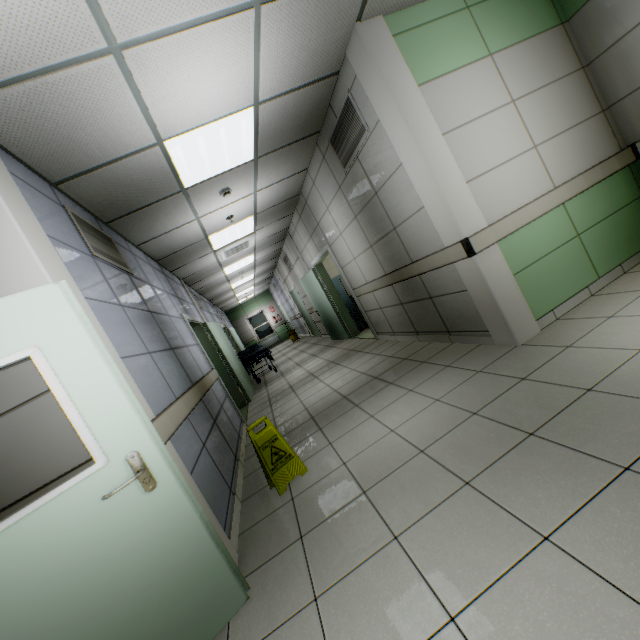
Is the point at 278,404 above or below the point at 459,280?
below

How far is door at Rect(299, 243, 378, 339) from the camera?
6.49m

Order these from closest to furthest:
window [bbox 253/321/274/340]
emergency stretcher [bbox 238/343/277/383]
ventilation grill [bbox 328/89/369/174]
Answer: ventilation grill [bbox 328/89/369/174] → emergency stretcher [bbox 238/343/277/383] → window [bbox 253/321/274/340]

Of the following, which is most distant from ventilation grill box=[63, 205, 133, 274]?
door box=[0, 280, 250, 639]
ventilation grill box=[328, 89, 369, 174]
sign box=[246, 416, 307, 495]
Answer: ventilation grill box=[328, 89, 369, 174]

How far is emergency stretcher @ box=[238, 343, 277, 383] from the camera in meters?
→ 8.9

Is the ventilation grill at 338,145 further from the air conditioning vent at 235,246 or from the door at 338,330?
the air conditioning vent at 235,246

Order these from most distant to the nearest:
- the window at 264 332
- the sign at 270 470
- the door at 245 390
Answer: the window at 264 332
the door at 245 390
the sign at 270 470

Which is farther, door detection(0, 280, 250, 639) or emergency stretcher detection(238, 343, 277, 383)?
emergency stretcher detection(238, 343, 277, 383)
